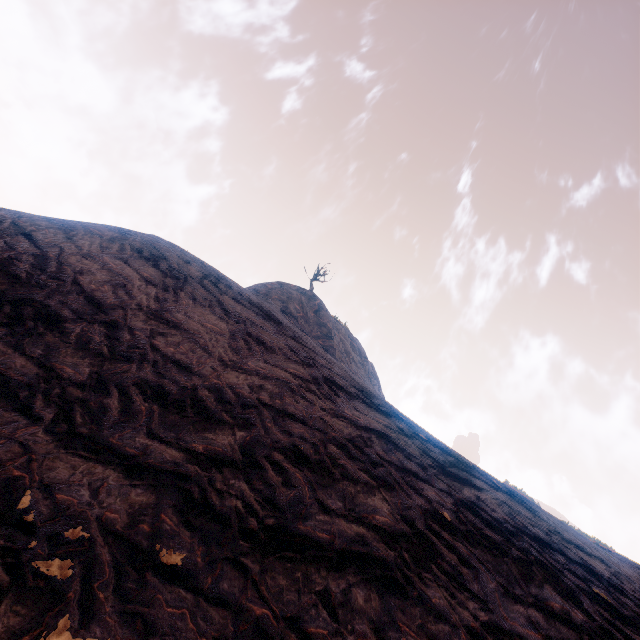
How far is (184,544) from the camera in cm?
362
